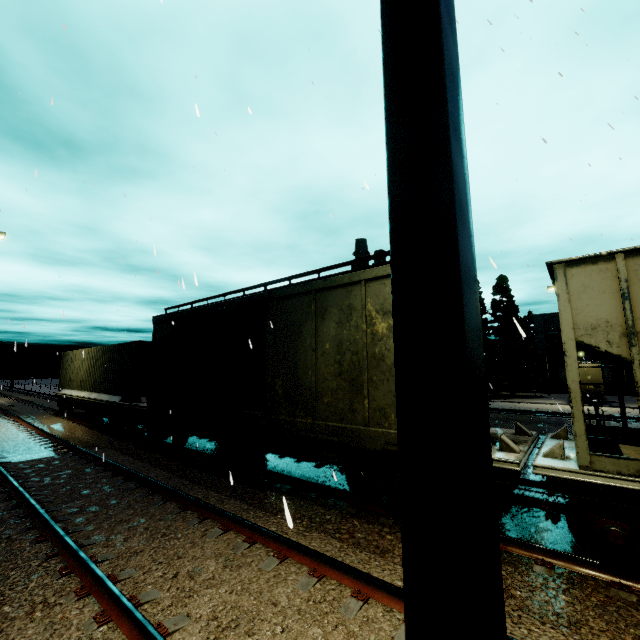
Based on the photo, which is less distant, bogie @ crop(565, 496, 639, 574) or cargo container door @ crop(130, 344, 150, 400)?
bogie @ crop(565, 496, 639, 574)

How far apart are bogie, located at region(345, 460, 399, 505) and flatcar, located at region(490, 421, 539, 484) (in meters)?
0.37

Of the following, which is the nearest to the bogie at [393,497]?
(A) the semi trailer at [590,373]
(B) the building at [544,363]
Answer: (A) the semi trailer at [590,373]

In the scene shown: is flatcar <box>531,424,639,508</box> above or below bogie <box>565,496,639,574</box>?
above

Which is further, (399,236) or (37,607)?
(37,607)

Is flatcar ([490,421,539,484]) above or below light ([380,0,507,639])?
below

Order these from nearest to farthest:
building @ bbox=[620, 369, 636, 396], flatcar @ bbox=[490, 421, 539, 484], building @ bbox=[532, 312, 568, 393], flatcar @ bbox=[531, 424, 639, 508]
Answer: flatcar @ bbox=[531, 424, 639, 508] → flatcar @ bbox=[490, 421, 539, 484] → building @ bbox=[620, 369, 636, 396] → building @ bbox=[532, 312, 568, 393]

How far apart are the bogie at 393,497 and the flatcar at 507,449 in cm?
37
